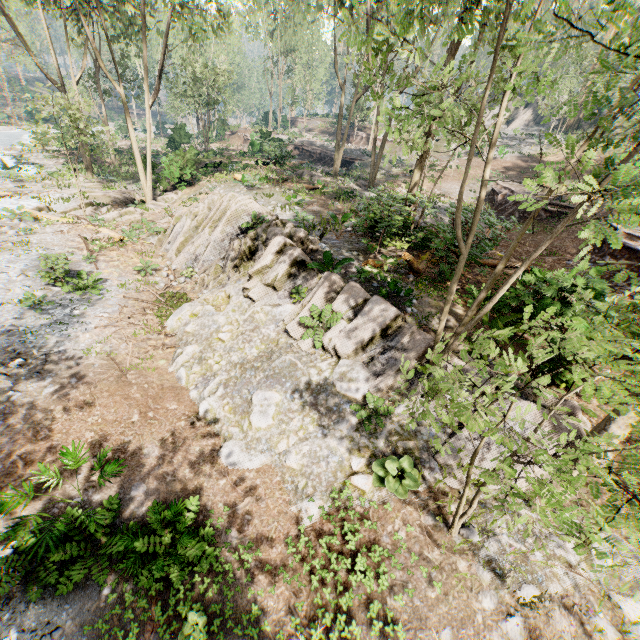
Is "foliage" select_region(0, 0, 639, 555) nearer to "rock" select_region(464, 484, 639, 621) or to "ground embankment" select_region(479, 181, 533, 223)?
"rock" select_region(464, 484, 639, 621)

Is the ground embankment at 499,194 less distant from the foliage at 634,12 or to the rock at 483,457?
the rock at 483,457

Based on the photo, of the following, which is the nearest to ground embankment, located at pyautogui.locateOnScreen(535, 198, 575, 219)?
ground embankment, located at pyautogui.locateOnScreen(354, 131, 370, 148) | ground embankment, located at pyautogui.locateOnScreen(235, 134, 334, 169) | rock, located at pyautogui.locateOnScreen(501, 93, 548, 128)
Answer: ground embankment, located at pyautogui.locateOnScreen(235, 134, 334, 169)

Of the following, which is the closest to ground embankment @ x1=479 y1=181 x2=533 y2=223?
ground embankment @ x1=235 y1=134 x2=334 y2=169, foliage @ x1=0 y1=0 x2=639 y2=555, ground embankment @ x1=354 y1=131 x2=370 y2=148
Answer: ground embankment @ x1=235 y1=134 x2=334 y2=169

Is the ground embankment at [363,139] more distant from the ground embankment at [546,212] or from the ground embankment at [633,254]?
the ground embankment at [633,254]

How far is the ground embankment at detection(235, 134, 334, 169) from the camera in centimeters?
2147cm

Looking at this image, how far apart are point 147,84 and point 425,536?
25.6 meters

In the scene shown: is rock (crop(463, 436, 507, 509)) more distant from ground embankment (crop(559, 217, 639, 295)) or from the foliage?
ground embankment (crop(559, 217, 639, 295))
